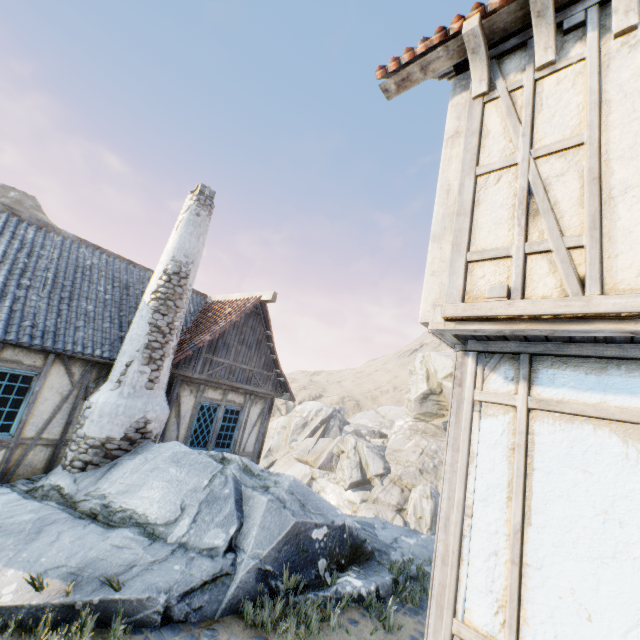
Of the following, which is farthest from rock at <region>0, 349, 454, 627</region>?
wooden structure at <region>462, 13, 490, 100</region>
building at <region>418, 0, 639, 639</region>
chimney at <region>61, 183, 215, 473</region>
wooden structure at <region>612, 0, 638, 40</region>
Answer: wooden structure at <region>612, 0, 638, 40</region>

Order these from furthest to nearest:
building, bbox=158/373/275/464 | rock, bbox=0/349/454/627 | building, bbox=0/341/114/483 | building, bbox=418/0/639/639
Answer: building, bbox=158/373/275/464, building, bbox=0/341/114/483, rock, bbox=0/349/454/627, building, bbox=418/0/639/639

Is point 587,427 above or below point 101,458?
above

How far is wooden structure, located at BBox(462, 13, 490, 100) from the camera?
3.1m

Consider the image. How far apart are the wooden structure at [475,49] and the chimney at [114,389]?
6.89m

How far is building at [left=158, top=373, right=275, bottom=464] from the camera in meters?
8.5

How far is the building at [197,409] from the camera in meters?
8.5 m

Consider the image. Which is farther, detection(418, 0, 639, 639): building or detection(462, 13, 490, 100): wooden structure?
detection(462, 13, 490, 100): wooden structure
